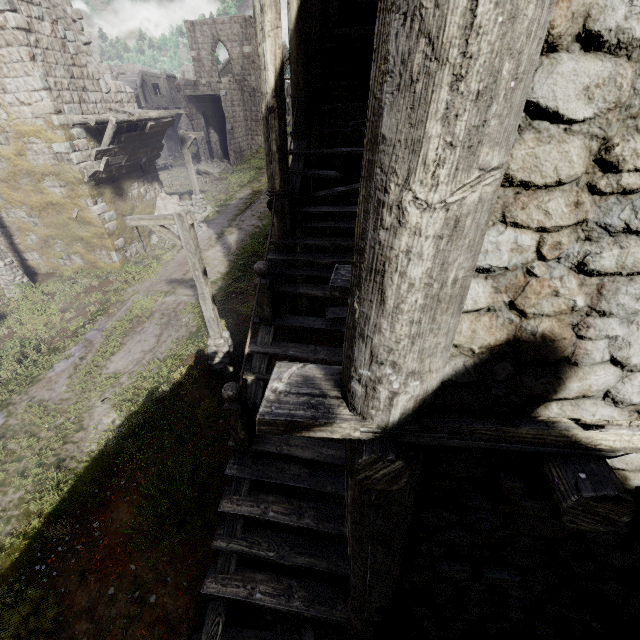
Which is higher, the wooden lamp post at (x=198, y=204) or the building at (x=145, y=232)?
the wooden lamp post at (x=198, y=204)

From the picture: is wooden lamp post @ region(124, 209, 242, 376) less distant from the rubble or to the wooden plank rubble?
the wooden plank rubble

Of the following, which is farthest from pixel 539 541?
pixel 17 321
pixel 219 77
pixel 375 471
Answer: pixel 219 77

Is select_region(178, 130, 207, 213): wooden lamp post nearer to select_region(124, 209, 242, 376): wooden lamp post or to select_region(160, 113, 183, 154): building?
select_region(160, 113, 183, 154): building

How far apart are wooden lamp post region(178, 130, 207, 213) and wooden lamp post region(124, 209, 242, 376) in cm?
1315

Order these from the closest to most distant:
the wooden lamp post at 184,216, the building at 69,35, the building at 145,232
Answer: the building at 69,35 < the wooden lamp post at 184,216 < the building at 145,232

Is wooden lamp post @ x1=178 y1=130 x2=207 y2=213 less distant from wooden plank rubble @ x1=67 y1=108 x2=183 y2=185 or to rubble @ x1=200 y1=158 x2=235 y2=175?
wooden plank rubble @ x1=67 y1=108 x2=183 y2=185

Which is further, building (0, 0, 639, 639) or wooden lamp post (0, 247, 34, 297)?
wooden lamp post (0, 247, 34, 297)
